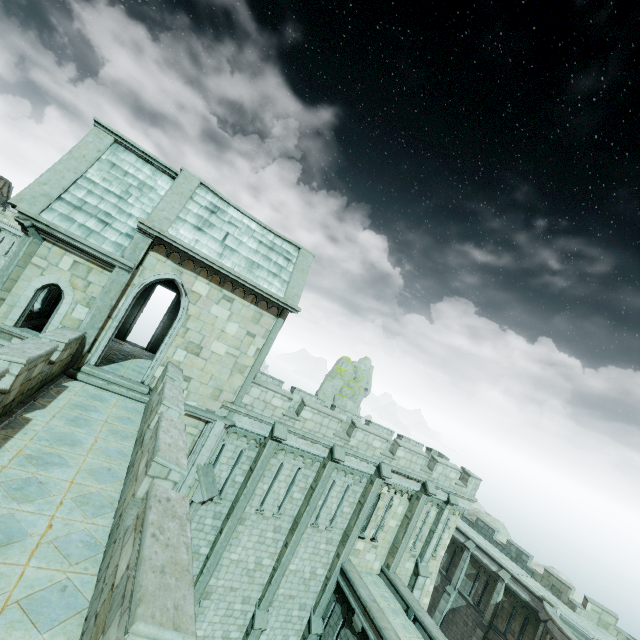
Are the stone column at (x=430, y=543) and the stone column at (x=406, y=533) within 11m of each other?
yes

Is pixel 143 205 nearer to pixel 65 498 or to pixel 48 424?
pixel 48 424

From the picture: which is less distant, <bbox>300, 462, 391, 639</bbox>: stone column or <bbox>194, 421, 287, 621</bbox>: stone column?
<bbox>194, 421, 287, 621</bbox>: stone column

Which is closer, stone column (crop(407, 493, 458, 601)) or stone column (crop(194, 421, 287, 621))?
stone column (crop(194, 421, 287, 621))

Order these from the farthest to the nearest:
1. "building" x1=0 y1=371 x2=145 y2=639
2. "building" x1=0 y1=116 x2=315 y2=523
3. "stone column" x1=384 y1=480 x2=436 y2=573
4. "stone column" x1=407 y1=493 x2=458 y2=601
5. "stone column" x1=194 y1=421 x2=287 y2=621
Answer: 1. "stone column" x1=407 y1=493 x2=458 y2=601
2. "stone column" x1=384 y1=480 x2=436 y2=573
3. "stone column" x1=194 y1=421 x2=287 y2=621
4. "building" x1=0 y1=116 x2=315 y2=523
5. "building" x1=0 y1=371 x2=145 y2=639

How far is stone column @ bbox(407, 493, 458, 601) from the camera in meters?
18.9 m

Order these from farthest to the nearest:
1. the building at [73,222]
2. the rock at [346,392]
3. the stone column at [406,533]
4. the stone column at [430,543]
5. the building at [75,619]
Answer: the rock at [346,392]
the stone column at [430,543]
the stone column at [406,533]
the building at [73,222]
the building at [75,619]

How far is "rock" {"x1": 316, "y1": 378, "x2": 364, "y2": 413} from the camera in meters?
56.9
